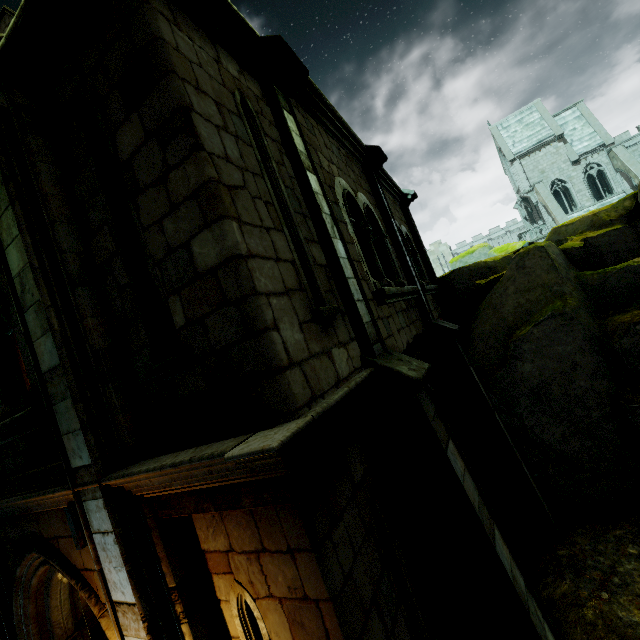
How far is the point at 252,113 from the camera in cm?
354

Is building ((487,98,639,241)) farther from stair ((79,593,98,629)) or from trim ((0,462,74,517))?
stair ((79,593,98,629))

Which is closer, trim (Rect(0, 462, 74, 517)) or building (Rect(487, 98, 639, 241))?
trim (Rect(0, 462, 74, 517))

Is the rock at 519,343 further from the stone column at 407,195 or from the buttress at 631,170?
the buttress at 631,170

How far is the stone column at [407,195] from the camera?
10.5m

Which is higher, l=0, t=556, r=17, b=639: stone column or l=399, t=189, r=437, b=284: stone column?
l=399, t=189, r=437, b=284: stone column

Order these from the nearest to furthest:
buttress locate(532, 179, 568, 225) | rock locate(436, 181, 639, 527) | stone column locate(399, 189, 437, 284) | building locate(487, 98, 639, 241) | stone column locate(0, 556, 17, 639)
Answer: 1. stone column locate(0, 556, 17, 639)
2. rock locate(436, 181, 639, 527)
3. stone column locate(399, 189, 437, 284)
4. buttress locate(532, 179, 568, 225)
5. building locate(487, 98, 639, 241)

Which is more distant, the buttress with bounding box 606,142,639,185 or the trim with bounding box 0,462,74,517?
the buttress with bounding box 606,142,639,185
